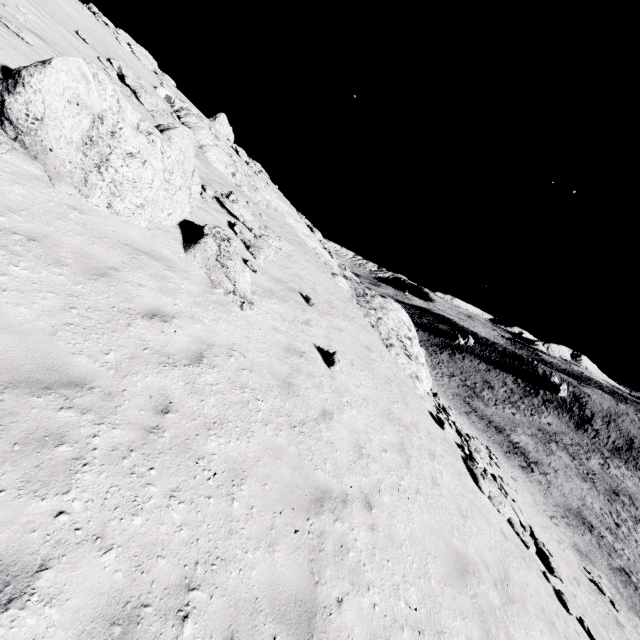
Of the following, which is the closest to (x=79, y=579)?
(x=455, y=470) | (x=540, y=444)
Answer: (x=455, y=470)

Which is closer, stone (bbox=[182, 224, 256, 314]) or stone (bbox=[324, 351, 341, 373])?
stone (bbox=[182, 224, 256, 314])

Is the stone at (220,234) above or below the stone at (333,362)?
above

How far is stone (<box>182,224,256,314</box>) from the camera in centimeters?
841cm

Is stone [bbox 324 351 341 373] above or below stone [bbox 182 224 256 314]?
below

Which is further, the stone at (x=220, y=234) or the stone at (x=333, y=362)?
the stone at (x=333, y=362)

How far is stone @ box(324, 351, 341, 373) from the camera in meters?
9.7

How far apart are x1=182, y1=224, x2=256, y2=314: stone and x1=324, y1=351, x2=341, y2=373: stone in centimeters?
270cm
